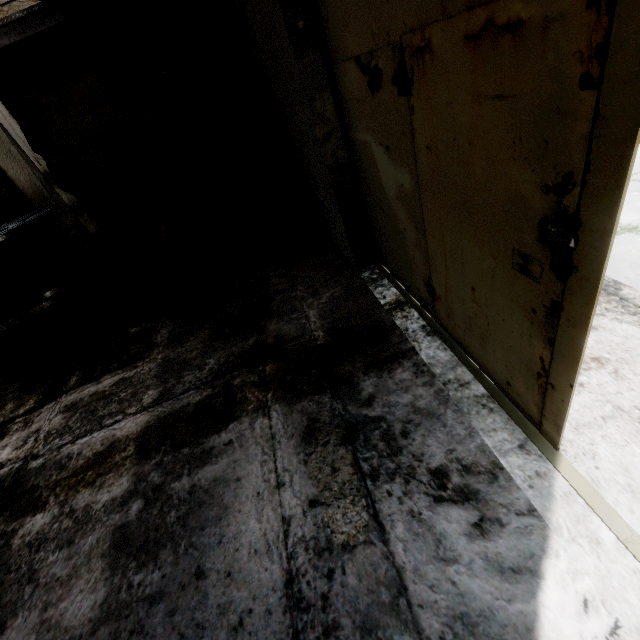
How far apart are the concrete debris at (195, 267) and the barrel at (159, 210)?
0.0m

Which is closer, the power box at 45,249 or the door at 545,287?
the door at 545,287

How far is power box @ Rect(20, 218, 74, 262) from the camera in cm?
791

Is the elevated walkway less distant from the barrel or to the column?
the column

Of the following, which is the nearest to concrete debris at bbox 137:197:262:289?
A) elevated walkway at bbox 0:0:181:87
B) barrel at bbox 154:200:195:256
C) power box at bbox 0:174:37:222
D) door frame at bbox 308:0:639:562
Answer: barrel at bbox 154:200:195:256

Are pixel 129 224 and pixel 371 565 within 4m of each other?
no

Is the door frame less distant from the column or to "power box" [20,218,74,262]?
the column
